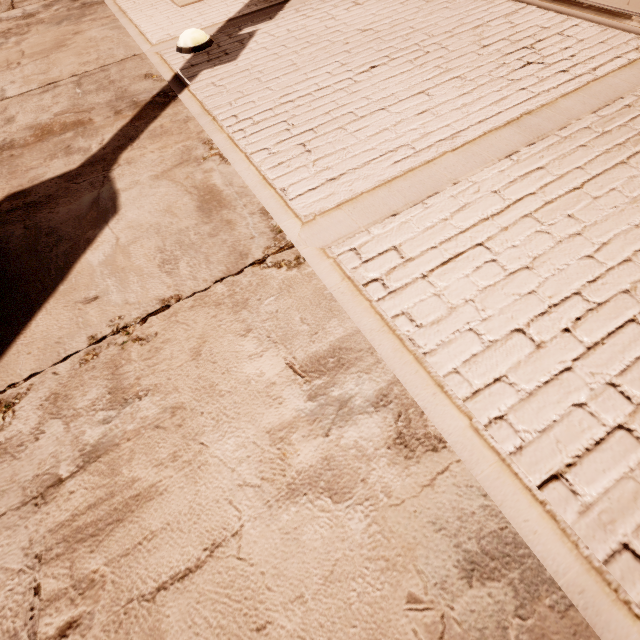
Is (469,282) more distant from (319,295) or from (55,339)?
(55,339)

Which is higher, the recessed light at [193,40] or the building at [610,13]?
the recessed light at [193,40]

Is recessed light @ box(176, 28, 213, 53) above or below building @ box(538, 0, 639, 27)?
above

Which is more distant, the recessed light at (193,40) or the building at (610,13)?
the recessed light at (193,40)

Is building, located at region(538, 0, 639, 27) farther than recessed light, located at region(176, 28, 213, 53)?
No

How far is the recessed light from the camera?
3.30m
